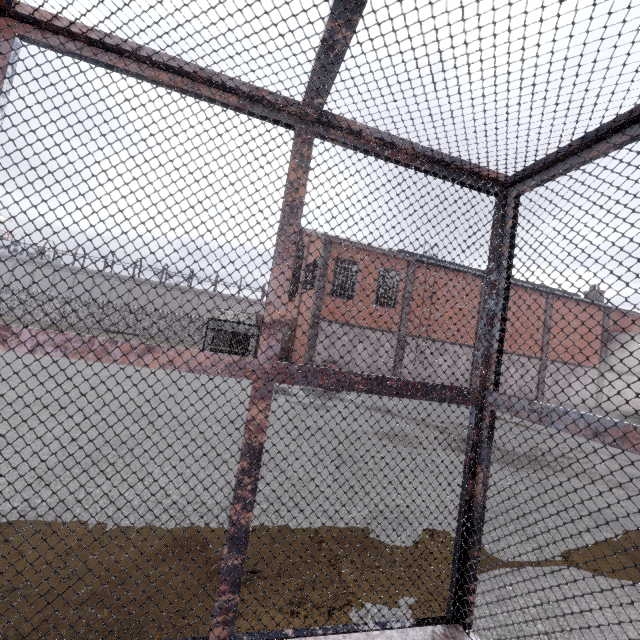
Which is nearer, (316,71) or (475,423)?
(316,71)

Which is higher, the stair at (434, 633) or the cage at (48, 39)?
the cage at (48, 39)

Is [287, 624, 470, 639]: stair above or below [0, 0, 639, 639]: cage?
below
